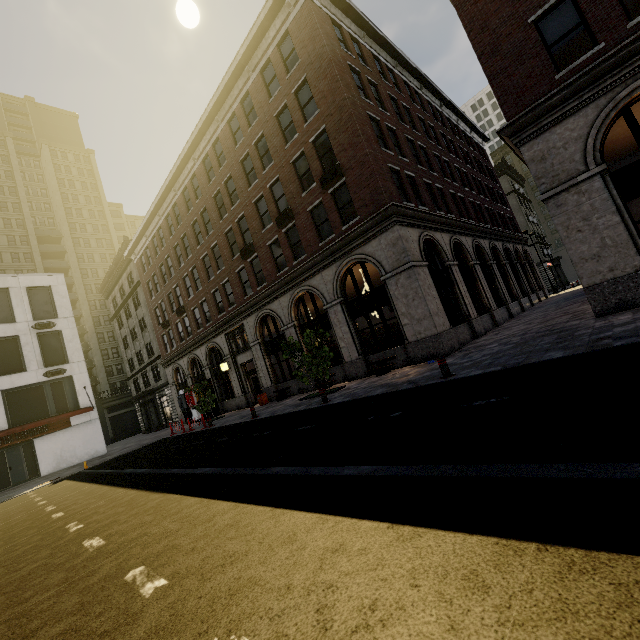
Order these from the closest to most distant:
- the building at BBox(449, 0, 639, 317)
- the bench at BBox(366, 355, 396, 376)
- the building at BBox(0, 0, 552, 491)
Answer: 1. the building at BBox(449, 0, 639, 317)
2. the bench at BBox(366, 355, 396, 376)
3. the building at BBox(0, 0, 552, 491)

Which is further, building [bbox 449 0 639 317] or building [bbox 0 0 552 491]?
building [bbox 0 0 552 491]

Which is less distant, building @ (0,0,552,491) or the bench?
the bench

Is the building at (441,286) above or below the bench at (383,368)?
above

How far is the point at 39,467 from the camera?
25.5m

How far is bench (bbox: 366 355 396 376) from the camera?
14.9m

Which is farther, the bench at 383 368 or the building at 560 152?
the bench at 383 368
